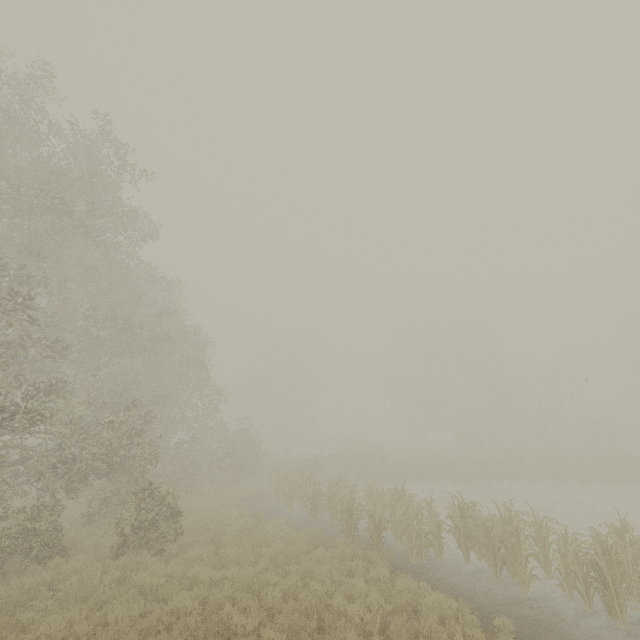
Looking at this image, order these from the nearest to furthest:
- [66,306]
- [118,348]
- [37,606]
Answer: [37,606] → [66,306] → [118,348]
